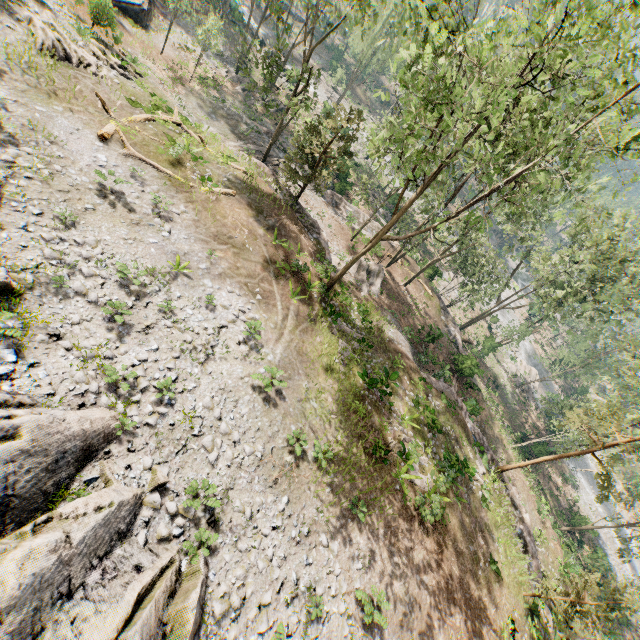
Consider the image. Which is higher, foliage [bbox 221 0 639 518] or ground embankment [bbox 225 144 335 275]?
foliage [bbox 221 0 639 518]

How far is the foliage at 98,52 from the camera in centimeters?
2061cm

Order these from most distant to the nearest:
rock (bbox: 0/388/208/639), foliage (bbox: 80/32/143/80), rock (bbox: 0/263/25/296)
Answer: foliage (bbox: 80/32/143/80)
rock (bbox: 0/263/25/296)
rock (bbox: 0/388/208/639)

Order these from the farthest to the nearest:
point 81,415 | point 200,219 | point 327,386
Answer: point 200,219 → point 327,386 → point 81,415

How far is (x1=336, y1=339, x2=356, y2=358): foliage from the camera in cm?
1877

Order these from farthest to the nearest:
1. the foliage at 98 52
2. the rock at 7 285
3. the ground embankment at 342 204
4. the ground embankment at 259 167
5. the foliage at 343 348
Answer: the ground embankment at 342 204 → the ground embankment at 259 167 → the foliage at 98 52 → the foliage at 343 348 → the rock at 7 285

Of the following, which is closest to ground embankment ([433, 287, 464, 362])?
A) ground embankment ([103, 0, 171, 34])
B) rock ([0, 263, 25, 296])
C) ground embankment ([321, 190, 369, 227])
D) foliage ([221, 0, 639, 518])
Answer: foliage ([221, 0, 639, 518])

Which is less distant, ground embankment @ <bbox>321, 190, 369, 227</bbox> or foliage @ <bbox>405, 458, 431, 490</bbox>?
foliage @ <bbox>405, 458, 431, 490</bbox>
